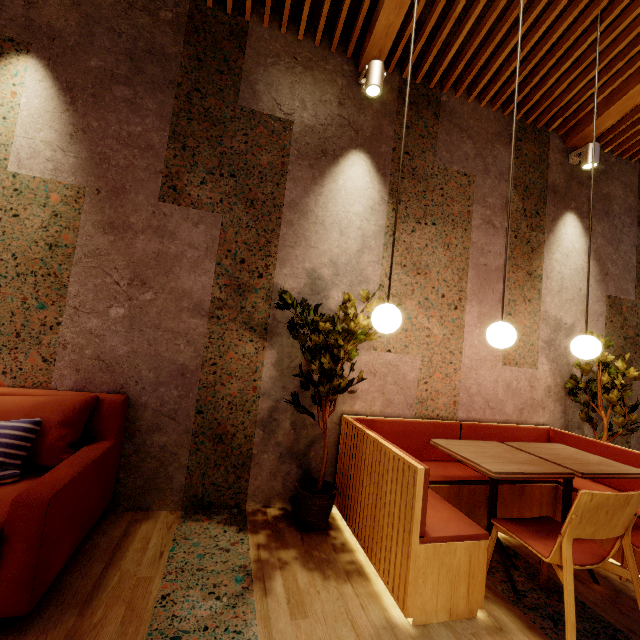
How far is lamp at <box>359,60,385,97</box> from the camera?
2.9m

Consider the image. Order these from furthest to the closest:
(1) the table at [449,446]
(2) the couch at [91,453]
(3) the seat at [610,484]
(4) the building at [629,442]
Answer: (4) the building at [629,442] < (3) the seat at [610,484] < (1) the table at [449,446] < (2) the couch at [91,453]

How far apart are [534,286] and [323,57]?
3.2 meters

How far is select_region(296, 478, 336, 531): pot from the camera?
2.4 meters

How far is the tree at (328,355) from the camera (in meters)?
2.42

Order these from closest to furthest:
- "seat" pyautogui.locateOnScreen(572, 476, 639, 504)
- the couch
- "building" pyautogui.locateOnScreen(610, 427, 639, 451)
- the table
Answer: the couch → the table → "seat" pyautogui.locateOnScreen(572, 476, 639, 504) → "building" pyautogui.locateOnScreen(610, 427, 639, 451)

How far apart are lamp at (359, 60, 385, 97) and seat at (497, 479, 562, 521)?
2.96m

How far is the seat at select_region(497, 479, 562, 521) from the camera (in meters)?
2.71
